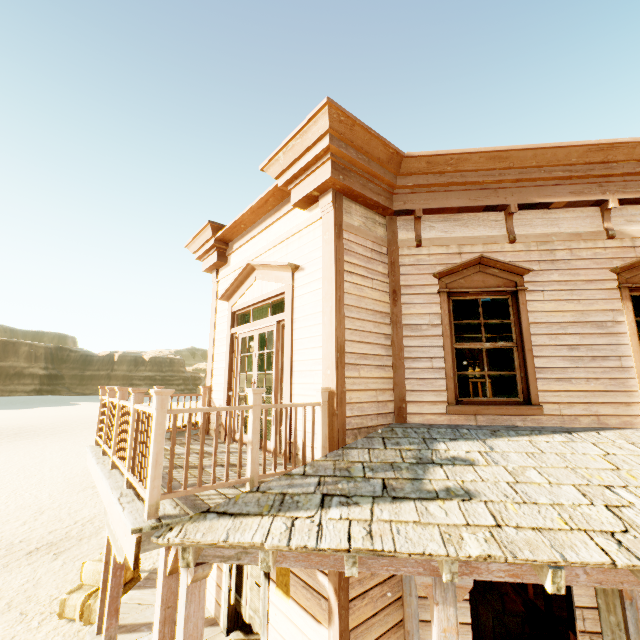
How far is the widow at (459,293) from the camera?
4.50m

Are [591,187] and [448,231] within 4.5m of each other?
yes

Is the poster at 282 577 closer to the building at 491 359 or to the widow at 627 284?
the building at 491 359

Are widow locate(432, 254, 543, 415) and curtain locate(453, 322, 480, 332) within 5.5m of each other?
yes

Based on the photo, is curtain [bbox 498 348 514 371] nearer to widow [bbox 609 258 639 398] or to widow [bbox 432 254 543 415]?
widow [bbox 432 254 543 415]

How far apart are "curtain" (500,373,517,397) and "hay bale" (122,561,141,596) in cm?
736

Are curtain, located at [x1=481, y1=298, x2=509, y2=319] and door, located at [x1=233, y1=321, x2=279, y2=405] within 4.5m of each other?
yes

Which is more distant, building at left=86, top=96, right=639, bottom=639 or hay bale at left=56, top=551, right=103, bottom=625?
hay bale at left=56, top=551, right=103, bottom=625
